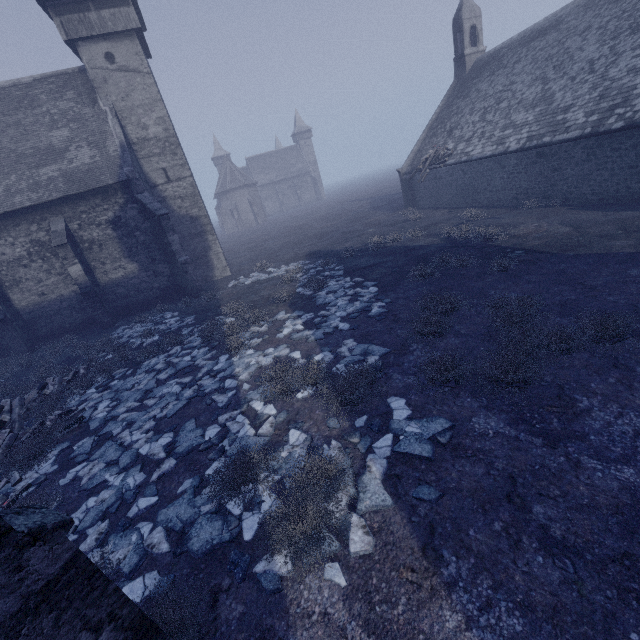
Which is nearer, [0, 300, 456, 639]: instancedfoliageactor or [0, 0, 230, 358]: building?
[0, 300, 456, 639]: instancedfoliageactor

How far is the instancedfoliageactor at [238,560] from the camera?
4.0m

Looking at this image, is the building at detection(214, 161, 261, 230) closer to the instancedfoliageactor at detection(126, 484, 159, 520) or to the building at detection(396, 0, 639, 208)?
the building at detection(396, 0, 639, 208)

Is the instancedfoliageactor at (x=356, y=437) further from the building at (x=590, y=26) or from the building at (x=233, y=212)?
the building at (x=233, y=212)

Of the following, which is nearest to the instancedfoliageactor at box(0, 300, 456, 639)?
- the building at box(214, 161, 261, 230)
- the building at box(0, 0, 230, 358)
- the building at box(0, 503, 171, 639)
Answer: the building at box(0, 503, 171, 639)

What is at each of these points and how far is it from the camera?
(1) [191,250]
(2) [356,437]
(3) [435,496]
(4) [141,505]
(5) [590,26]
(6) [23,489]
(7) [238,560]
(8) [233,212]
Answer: (1) building, 21.2 meters
(2) instancedfoliageactor, 5.5 meters
(3) instancedfoliageactor, 4.2 meters
(4) instancedfoliageactor, 5.4 meters
(5) building, 15.8 meters
(6) instancedfoliageactor, 6.6 meters
(7) instancedfoliageactor, 4.1 meters
(8) building, 57.5 meters

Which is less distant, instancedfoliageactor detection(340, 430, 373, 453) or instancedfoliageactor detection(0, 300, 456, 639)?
instancedfoliageactor detection(0, 300, 456, 639)

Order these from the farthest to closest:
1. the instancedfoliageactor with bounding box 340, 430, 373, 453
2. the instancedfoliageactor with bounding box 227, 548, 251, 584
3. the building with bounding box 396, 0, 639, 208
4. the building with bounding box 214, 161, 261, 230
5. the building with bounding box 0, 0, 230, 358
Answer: the building with bounding box 214, 161, 261, 230, the building with bounding box 0, 0, 230, 358, the building with bounding box 396, 0, 639, 208, the instancedfoliageactor with bounding box 340, 430, 373, 453, the instancedfoliageactor with bounding box 227, 548, 251, 584
